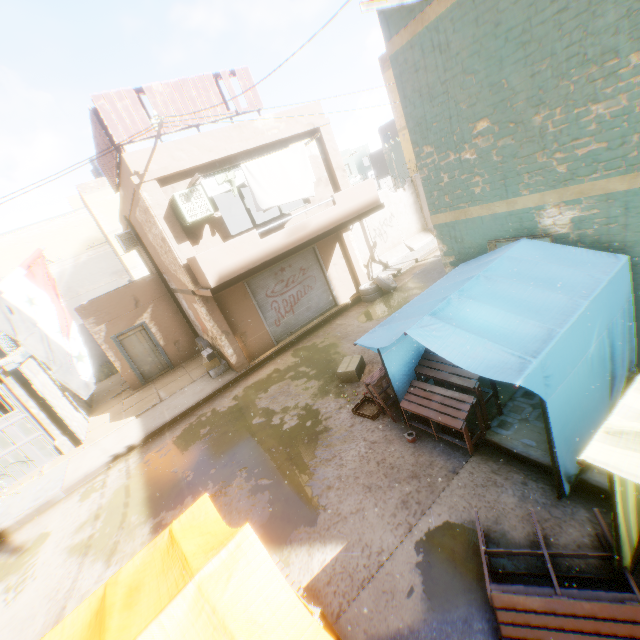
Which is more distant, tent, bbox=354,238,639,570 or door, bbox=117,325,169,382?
door, bbox=117,325,169,382

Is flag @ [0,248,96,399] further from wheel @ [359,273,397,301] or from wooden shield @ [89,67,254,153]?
wheel @ [359,273,397,301]

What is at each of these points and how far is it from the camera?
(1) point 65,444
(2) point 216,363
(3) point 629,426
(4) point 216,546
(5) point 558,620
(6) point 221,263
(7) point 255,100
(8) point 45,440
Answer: (1) building, 10.9 meters
(2) cardboard box, 12.0 meters
(3) tent, 2.3 meters
(4) tent, 2.5 meters
(5) table, 3.0 meters
(6) balcony, 8.6 meters
(7) wooden shield, 10.0 meters
(8) wooden gate, 10.8 meters

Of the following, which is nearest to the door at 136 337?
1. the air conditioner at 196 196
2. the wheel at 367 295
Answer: the air conditioner at 196 196

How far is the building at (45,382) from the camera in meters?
11.0 m

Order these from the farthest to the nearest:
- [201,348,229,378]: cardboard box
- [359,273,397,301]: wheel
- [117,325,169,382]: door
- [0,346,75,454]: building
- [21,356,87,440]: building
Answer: [117,325,169,382]: door
[359,273,397,301]: wheel
[201,348,229,378]: cardboard box
[21,356,87,440]: building
[0,346,75,454]: building

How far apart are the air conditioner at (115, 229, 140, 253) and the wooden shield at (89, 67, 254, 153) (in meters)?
0.61

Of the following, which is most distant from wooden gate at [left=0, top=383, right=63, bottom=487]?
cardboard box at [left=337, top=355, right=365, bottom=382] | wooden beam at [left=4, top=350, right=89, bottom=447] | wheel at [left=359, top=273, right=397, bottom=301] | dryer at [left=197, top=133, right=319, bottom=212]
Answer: wheel at [left=359, top=273, right=397, bottom=301]
